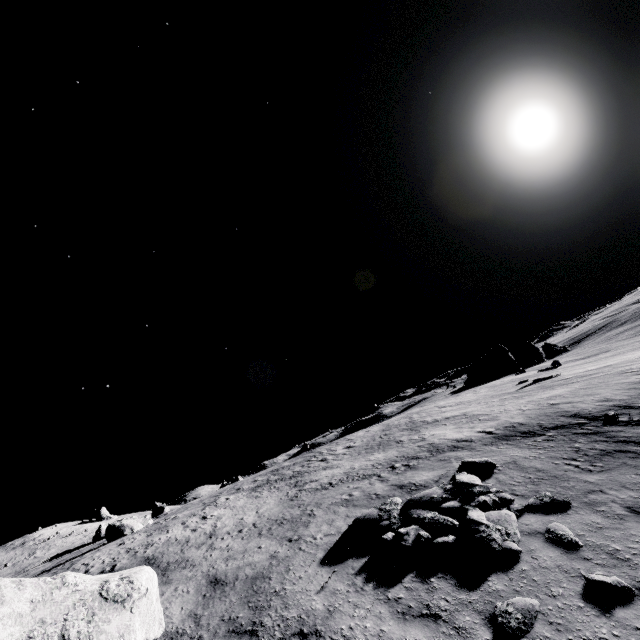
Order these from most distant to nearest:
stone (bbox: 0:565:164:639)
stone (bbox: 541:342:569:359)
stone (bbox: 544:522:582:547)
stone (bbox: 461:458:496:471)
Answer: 1. stone (bbox: 541:342:569:359)
2. stone (bbox: 461:458:496:471)
3. stone (bbox: 544:522:582:547)
4. stone (bbox: 0:565:164:639)

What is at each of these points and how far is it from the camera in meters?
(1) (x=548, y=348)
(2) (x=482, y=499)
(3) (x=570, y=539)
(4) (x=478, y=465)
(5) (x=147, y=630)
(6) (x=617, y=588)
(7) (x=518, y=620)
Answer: (1) stone, 40.5
(2) stone, 10.1
(3) stone, 7.8
(4) stone, 12.9
(5) stone, 7.4
(6) stone, 6.2
(7) stone, 6.1

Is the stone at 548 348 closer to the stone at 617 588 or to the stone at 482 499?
the stone at 482 499

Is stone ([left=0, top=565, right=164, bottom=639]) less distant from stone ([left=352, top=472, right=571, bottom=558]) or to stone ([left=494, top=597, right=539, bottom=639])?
stone ([left=352, top=472, right=571, bottom=558])

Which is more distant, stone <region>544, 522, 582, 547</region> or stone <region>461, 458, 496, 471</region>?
stone <region>461, 458, 496, 471</region>

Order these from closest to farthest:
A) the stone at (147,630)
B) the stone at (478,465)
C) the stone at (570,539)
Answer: the stone at (147,630) → the stone at (570,539) → the stone at (478,465)

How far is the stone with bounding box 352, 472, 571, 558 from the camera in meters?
8.4 m
